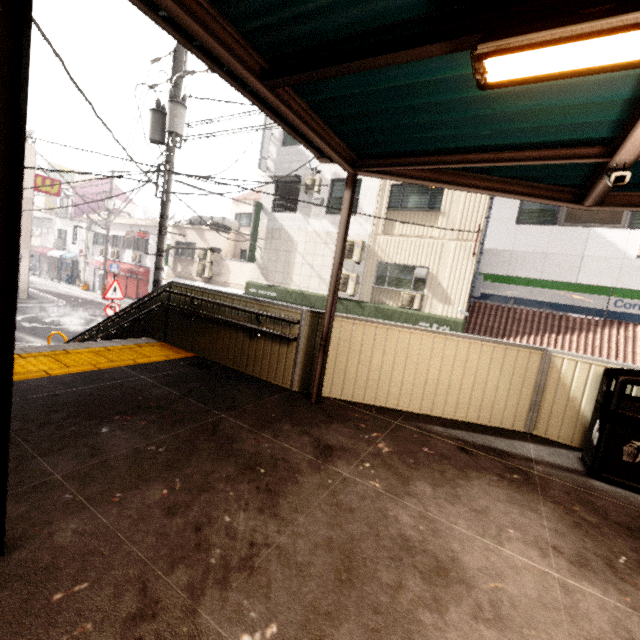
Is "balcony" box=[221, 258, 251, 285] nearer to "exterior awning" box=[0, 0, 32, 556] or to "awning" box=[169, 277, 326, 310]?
"awning" box=[169, 277, 326, 310]

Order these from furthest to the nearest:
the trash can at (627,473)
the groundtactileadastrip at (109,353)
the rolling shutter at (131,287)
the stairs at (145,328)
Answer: the rolling shutter at (131,287) → the stairs at (145,328) → the groundtactileadastrip at (109,353) → the trash can at (627,473)

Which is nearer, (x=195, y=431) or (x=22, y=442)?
(x=22, y=442)

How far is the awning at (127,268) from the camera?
23.06m

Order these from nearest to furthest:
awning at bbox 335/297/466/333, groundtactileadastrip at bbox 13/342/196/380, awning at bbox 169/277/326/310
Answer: groundtactileadastrip at bbox 13/342/196/380
awning at bbox 335/297/466/333
awning at bbox 169/277/326/310

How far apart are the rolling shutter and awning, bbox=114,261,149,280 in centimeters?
7cm

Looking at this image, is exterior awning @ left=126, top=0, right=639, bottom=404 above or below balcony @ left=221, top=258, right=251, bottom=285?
above

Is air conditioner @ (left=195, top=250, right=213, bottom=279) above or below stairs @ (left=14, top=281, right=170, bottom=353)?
above
